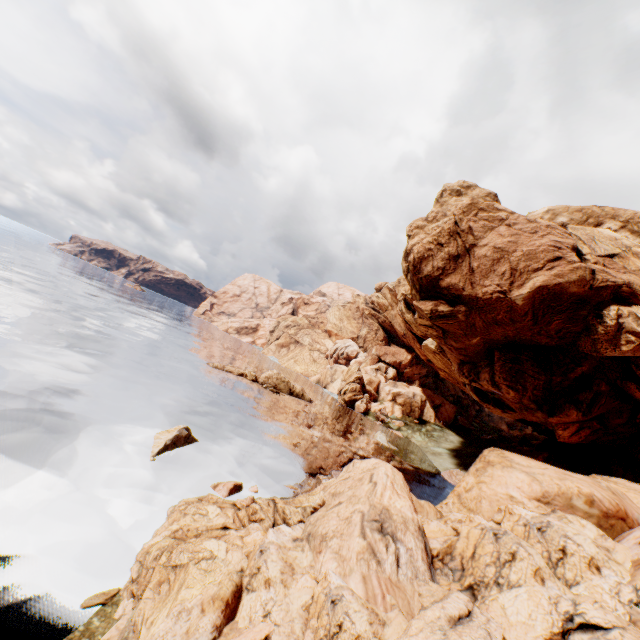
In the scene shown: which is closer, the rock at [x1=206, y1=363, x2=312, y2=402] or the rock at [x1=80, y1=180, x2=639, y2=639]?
the rock at [x1=80, y1=180, x2=639, y2=639]

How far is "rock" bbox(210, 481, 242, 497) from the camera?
15.9m

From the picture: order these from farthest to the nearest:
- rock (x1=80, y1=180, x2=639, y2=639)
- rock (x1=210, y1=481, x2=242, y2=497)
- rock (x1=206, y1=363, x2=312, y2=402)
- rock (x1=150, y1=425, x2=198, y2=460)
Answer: rock (x1=206, y1=363, x2=312, y2=402) → rock (x1=150, y1=425, x2=198, y2=460) → rock (x1=210, y1=481, x2=242, y2=497) → rock (x1=80, y1=180, x2=639, y2=639)

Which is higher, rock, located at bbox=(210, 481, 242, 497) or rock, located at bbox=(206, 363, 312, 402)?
rock, located at bbox=(206, 363, 312, 402)

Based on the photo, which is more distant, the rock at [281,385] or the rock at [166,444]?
the rock at [281,385]

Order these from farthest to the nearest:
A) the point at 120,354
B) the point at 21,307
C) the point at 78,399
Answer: the point at 21,307
the point at 120,354
the point at 78,399

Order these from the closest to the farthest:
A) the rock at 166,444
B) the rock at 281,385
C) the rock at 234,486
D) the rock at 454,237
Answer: the rock at 454,237 → the rock at 234,486 → the rock at 166,444 → the rock at 281,385
